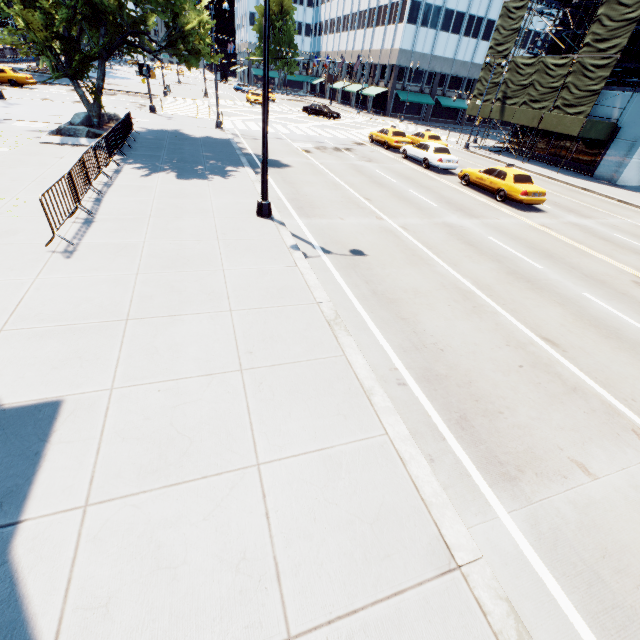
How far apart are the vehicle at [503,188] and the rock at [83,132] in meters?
20.1 m

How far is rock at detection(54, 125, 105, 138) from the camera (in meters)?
15.90

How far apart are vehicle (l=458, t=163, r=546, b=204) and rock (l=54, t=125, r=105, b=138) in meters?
20.1

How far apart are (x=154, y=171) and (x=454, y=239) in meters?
12.7 m

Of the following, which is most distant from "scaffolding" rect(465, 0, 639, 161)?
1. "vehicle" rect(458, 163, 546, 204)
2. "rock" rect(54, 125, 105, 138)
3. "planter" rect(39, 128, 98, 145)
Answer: "rock" rect(54, 125, 105, 138)

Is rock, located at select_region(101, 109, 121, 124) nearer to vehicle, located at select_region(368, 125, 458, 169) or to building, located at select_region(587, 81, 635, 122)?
vehicle, located at select_region(368, 125, 458, 169)

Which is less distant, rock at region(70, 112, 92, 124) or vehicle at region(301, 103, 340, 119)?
rock at region(70, 112, 92, 124)

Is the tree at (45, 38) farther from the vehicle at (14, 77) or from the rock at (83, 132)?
the vehicle at (14, 77)
